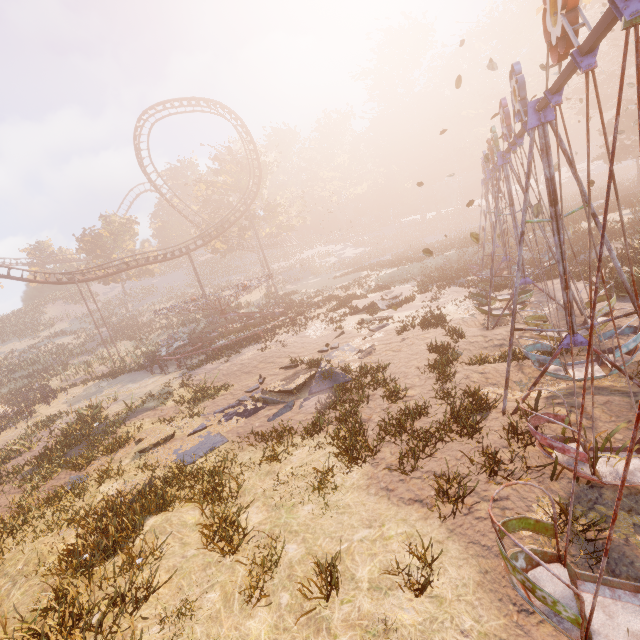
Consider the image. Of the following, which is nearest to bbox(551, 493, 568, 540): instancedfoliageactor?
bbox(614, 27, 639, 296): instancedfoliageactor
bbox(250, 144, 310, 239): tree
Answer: bbox(614, 27, 639, 296): instancedfoliageactor

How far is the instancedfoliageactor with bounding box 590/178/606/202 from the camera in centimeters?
3608cm

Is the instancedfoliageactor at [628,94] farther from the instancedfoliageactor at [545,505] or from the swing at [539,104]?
the instancedfoliageactor at [545,505]

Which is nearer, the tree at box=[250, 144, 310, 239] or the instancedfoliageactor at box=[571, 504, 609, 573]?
the instancedfoliageactor at box=[571, 504, 609, 573]

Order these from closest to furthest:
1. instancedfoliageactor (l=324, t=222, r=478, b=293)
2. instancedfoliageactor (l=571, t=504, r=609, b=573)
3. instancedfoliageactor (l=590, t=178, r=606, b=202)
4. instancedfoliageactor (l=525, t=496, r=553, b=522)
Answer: instancedfoliageactor (l=571, t=504, r=609, b=573)
instancedfoliageactor (l=525, t=496, r=553, b=522)
instancedfoliageactor (l=324, t=222, r=478, b=293)
instancedfoliageactor (l=590, t=178, r=606, b=202)

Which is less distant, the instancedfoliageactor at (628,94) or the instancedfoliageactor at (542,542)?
the instancedfoliageactor at (542,542)

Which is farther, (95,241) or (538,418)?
(95,241)
